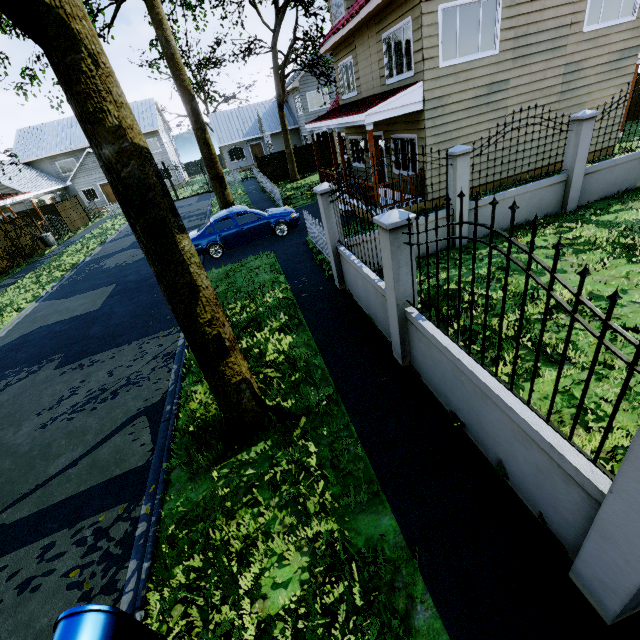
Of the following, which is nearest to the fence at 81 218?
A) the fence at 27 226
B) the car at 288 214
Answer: the car at 288 214

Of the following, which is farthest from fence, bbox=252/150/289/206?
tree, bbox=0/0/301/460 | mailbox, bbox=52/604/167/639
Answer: → mailbox, bbox=52/604/167/639

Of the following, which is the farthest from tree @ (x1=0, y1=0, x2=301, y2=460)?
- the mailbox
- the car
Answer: the car

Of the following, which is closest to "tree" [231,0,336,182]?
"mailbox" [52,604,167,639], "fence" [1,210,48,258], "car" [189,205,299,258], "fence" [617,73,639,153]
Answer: "fence" [617,73,639,153]

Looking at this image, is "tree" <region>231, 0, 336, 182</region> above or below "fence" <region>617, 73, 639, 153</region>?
above

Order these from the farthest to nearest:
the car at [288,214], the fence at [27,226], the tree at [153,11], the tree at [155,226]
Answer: the fence at [27,226] → the tree at [153,11] → the car at [288,214] → the tree at [155,226]

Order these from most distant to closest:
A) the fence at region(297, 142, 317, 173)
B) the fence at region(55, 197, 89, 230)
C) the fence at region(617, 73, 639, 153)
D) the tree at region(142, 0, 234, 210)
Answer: the fence at region(55, 197, 89, 230)
the fence at region(297, 142, 317, 173)
the tree at region(142, 0, 234, 210)
the fence at region(617, 73, 639, 153)

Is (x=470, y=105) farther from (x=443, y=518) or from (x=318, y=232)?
(x=443, y=518)
